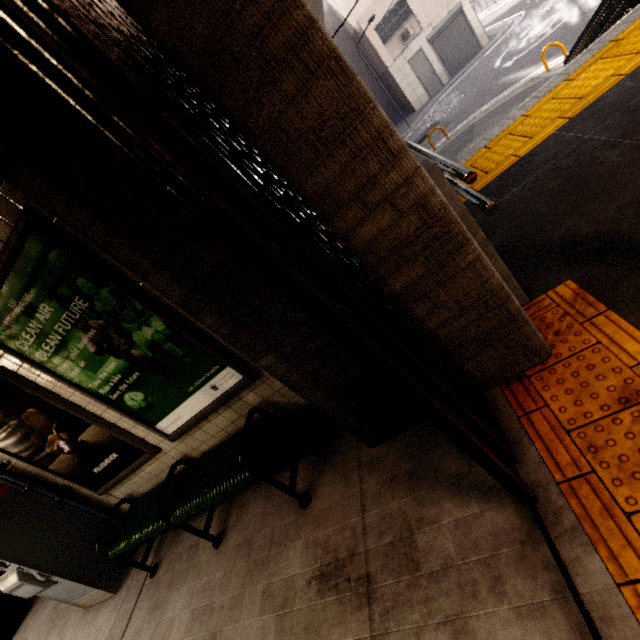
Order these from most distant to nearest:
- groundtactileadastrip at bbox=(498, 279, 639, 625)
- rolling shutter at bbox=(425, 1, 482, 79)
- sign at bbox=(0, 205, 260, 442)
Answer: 1. rolling shutter at bbox=(425, 1, 482, 79)
2. sign at bbox=(0, 205, 260, 442)
3. groundtactileadastrip at bbox=(498, 279, 639, 625)

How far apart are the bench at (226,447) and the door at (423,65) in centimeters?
2381cm

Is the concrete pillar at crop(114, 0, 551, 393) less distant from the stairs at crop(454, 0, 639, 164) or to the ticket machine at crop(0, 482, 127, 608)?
the stairs at crop(454, 0, 639, 164)

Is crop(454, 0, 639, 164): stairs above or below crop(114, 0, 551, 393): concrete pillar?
below

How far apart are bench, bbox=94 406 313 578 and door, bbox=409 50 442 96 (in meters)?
23.81

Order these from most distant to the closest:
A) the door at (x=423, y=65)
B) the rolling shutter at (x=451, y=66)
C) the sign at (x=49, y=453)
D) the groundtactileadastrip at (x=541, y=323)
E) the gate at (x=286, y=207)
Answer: the door at (x=423, y=65), the rolling shutter at (x=451, y=66), the sign at (x=49, y=453), the groundtactileadastrip at (x=541, y=323), the gate at (x=286, y=207)

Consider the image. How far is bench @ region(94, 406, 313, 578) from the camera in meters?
2.4 m

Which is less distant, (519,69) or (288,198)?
(288,198)
